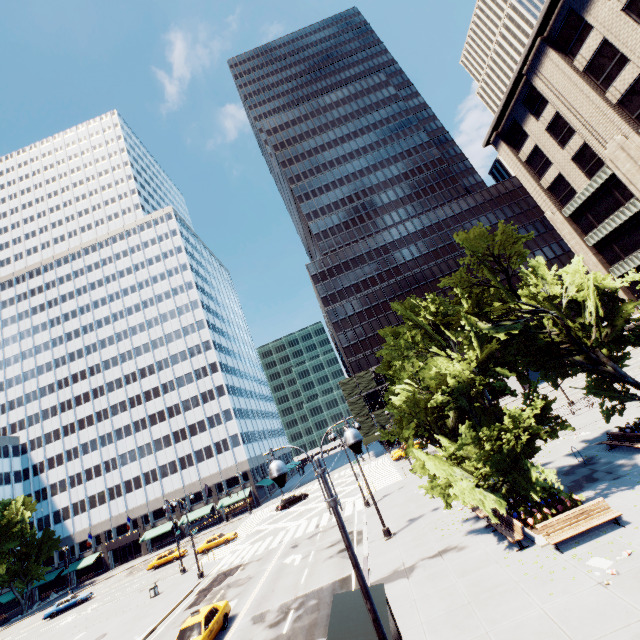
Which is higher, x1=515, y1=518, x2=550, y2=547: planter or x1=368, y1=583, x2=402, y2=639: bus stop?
x1=368, y1=583, x2=402, y2=639: bus stop

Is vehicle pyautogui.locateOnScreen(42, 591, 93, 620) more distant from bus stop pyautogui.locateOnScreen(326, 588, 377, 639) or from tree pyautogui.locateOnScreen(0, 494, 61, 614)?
bus stop pyautogui.locateOnScreen(326, 588, 377, 639)

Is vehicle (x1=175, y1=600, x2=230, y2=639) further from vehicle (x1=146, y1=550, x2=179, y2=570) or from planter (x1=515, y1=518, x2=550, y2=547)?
vehicle (x1=146, y1=550, x2=179, y2=570)

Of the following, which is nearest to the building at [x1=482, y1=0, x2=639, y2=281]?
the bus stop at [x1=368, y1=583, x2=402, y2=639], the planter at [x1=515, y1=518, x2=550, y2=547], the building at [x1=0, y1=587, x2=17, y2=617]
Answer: the bus stop at [x1=368, y1=583, x2=402, y2=639]

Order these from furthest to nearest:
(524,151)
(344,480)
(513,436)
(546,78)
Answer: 1. (344,480)
2. (524,151)
3. (546,78)
4. (513,436)

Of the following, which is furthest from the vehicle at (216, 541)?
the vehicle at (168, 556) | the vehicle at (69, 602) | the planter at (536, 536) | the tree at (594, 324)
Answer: the planter at (536, 536)

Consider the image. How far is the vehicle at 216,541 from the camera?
40.5m

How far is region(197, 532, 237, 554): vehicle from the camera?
40.5m
